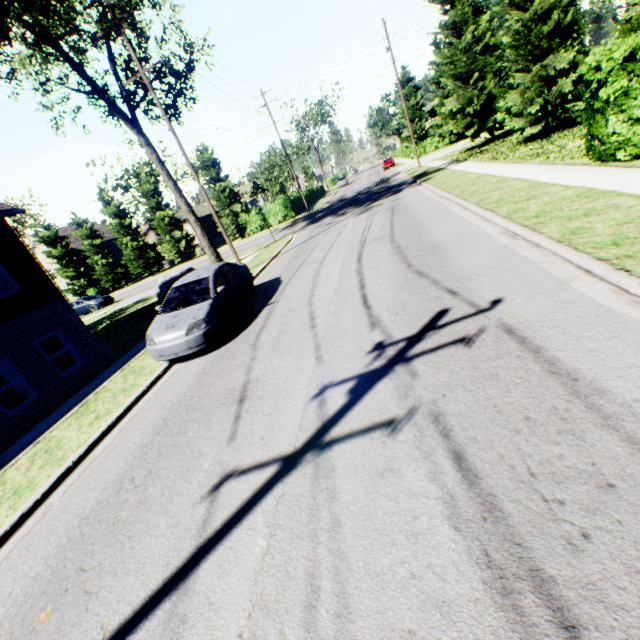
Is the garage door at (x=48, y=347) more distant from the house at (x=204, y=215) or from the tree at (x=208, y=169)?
→ the house at (x=204, y=215)

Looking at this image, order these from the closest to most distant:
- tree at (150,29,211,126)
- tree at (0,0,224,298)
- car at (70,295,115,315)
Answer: tree at (0,0,224,298) → tree at (150,29,211,126) → car at (70,295,115,315)

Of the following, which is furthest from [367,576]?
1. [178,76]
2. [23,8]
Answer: [178,76]

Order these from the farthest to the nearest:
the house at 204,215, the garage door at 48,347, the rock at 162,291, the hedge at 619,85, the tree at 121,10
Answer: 1. the house at 204,215
2. the rock at 162,291
3. the garage door at 48,347
4. the tree at 121,10
5. the hedge at 619,85

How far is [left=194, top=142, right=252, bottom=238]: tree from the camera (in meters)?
34.91

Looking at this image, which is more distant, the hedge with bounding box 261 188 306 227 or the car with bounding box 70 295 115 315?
the hedge with bounding box 261 188 306 227

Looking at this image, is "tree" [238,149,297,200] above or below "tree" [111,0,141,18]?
below

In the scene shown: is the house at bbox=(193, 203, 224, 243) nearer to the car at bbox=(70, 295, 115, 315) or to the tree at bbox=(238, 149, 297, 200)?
the tree at bbox=(238, 149, 297, 200)
